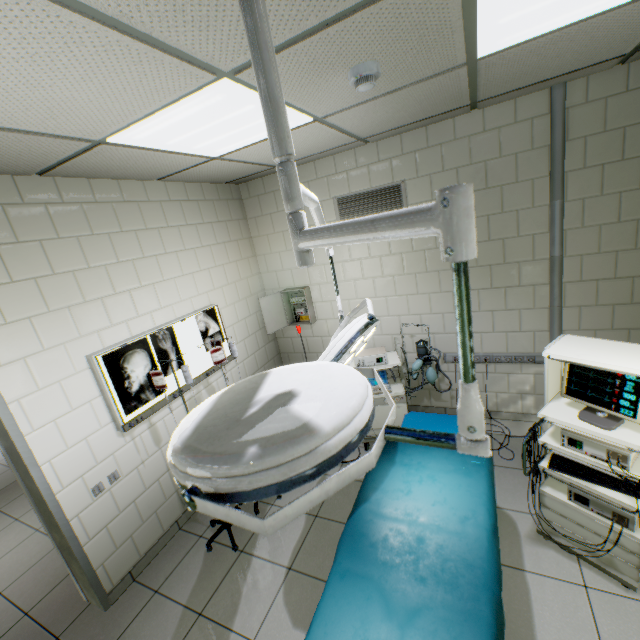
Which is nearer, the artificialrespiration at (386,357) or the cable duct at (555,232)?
the cable duct at (555,232)

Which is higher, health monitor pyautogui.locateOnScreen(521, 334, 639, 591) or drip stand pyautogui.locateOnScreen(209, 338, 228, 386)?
drip stand pyautogui.locateOnScreen(209, 338, 228, 386)

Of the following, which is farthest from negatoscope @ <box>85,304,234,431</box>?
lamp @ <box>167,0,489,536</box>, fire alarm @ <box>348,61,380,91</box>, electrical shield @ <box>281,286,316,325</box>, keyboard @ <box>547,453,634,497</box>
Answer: keyboard @ <box>547,453,634,497</box>

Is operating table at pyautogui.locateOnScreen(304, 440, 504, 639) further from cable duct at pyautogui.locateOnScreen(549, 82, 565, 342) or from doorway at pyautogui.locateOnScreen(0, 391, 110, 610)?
doorway at pyautogui.locateOnScreen(0, 391, 110, 610)

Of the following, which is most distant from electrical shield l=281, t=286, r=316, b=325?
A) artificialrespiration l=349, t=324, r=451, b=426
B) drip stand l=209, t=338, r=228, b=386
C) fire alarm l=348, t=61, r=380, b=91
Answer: fire alarm l=348, t=61, r=380, b=91

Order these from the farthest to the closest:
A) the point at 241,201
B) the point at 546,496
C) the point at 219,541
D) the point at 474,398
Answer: the point at 241,201, the point at 219,541, the point at 546,496, the point at 474,398

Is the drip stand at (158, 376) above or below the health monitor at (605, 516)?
above

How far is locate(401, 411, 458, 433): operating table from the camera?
2.5m
